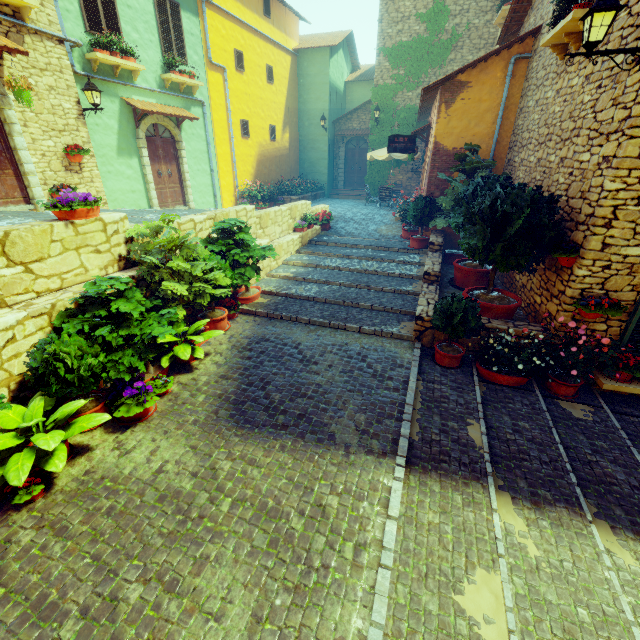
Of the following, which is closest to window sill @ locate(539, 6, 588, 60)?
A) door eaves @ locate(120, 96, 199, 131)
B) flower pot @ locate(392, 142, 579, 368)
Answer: flower pot @ locate(392, 142, 579, 368)

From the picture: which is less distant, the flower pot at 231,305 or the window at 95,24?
the flower pot at 231,305

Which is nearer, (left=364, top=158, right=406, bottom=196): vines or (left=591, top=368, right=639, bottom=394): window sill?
(left=591, top=368, right=639, bottom=394): window sill

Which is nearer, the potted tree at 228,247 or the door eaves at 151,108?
the potted tree at 228,247

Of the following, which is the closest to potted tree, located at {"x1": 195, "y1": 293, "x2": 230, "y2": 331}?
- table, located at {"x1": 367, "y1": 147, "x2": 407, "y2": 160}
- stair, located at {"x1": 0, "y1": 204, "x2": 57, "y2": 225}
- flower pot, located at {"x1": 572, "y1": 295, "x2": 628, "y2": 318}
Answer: stair, located at {"x1": 0, "y1": 204, "x2": 57, "y2": 225}

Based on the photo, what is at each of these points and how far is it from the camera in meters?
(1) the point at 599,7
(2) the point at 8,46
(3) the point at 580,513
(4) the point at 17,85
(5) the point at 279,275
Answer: (1) street light, 3.9 m
(2) door eaves, 6.4 m
(3) stair, 3.5 m
(4) flower pot, 6.6 m
(5) stair, 9.2 m

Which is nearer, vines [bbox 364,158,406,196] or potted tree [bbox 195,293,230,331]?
potted tree [bbox 195,293,230,331]

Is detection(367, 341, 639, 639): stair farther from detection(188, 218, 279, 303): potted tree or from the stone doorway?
the stone doorway
